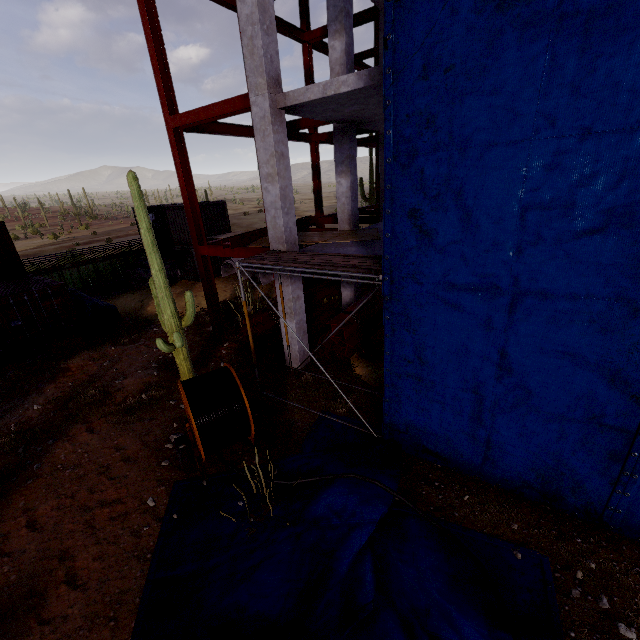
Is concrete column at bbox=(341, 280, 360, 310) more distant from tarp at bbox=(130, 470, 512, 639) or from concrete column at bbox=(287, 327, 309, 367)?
tarp at bbox=(130, 470, 512, 639)

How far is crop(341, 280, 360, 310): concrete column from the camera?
13.2 meters

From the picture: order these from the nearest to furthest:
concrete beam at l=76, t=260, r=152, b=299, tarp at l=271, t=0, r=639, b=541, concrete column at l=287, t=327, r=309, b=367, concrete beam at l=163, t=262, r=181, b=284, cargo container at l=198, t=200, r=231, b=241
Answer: tarp at l=271, t=0, r=639, b=541, concrete column at l=287, t=327, r=309, b=367, cargo container at l=198, t=200, r=231, b=241, concrete beam at l=76, t=260, r=152, b=299, concrete beam at l=163, t=262, r=181, b=284

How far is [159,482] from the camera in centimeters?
698cm

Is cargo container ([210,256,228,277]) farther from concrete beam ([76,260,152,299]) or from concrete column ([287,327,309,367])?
concrete column ([287,327,309,367])

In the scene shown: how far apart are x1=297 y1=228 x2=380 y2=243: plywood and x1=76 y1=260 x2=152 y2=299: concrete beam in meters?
15.8

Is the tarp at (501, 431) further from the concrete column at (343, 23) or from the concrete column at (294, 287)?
the concrete column at (343, 23)

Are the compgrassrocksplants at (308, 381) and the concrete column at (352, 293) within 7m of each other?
yes
